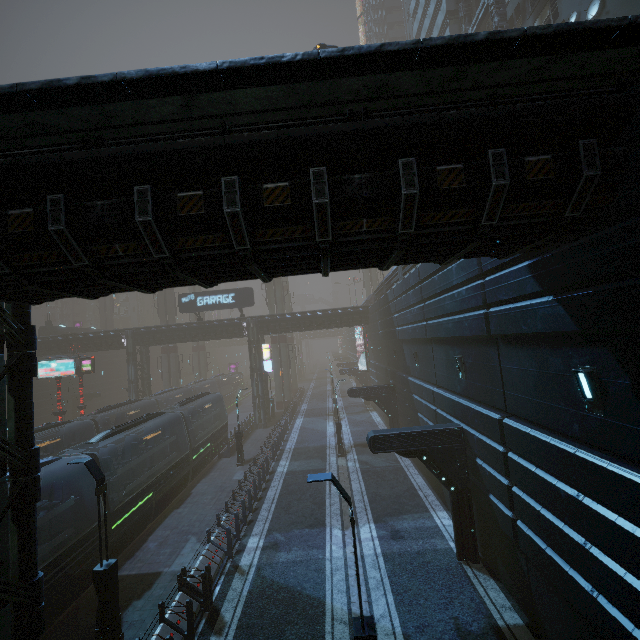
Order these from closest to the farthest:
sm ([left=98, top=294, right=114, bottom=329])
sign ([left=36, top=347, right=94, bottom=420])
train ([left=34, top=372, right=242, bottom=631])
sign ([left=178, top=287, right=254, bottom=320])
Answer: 1. train ([left=34, top=372, right=242, bottom=631])
2. sign ([left=36, top=347, right=94, bottom=420])
3. sign ([left=178, top=287, right=254, bottom=320])
4. sm ([left=98, top=294, right=114, bottom=329])

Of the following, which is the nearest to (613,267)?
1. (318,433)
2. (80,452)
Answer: (318,433)

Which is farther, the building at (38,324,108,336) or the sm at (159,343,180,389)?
the sm at (159,343,180,389)

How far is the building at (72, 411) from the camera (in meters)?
41.38

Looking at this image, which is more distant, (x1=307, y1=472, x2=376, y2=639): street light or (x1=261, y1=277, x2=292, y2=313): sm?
(x1=261, y1=277, x2=292, y2=313): sm

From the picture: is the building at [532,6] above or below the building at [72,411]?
above

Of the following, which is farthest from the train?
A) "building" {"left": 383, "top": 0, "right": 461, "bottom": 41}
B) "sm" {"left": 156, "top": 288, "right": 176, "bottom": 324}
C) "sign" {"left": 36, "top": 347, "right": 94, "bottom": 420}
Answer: "sm" {"left": 156, "top": 288, "right": 176, "bottom": 324}

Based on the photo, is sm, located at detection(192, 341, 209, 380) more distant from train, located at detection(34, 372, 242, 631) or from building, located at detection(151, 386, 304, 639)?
train, located at detection(34, 372, 242, 631)
